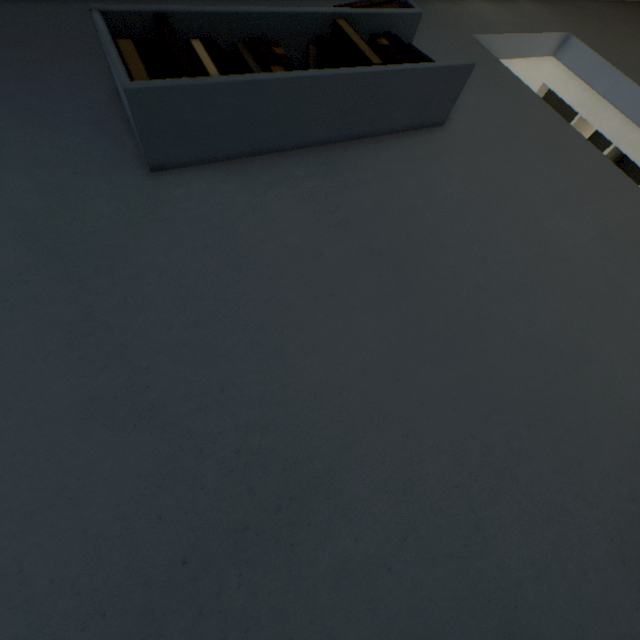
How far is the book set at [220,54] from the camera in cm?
70

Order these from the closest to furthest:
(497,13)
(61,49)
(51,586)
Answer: (51,586) < (61,49) < (497,13)

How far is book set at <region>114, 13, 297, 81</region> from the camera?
0.70m
